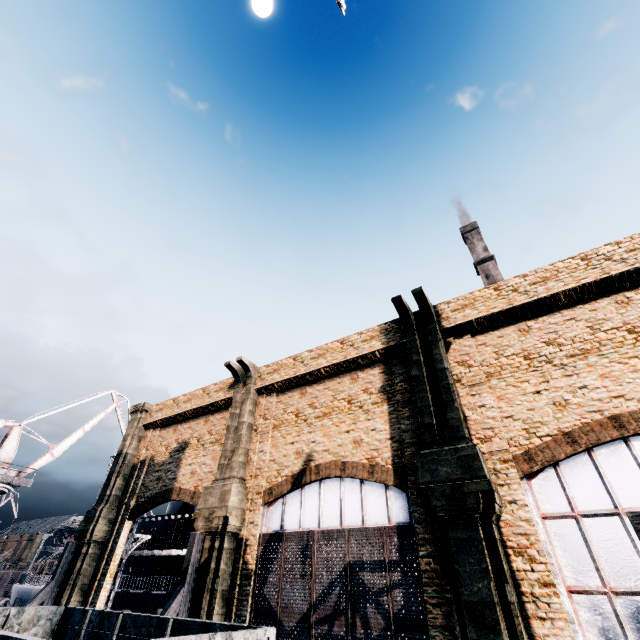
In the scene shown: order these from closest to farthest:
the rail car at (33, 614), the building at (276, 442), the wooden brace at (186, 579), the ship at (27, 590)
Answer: the rail car at (33, 614) → the building at (276, 442) → the wooden brace at (186, 579) → the ship at (27, 590)

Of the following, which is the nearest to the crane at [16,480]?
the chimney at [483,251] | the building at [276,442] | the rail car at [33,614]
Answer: the building at [276,442]

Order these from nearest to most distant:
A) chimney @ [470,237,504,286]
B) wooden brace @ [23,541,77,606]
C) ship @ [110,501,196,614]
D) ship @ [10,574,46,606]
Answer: wooden brace @ [23,541,77,606] < ship @ [110,501,196,614] < ship @ [10,574,46,606] < chimney @ [470,237,504,286]

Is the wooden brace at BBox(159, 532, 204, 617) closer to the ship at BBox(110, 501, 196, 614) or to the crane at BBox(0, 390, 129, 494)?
the ship at BBox(110, 501, 196, 614)

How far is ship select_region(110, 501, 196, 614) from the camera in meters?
27.2

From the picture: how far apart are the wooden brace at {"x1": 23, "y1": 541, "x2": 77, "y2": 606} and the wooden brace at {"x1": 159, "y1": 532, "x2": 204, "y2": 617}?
11.7 meters

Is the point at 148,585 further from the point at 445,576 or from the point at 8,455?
the point at 445,576

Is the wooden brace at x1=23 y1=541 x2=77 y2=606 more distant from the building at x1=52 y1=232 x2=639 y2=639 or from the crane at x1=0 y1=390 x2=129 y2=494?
the crane at x1=0 y1=390 x2=129 y2=494
